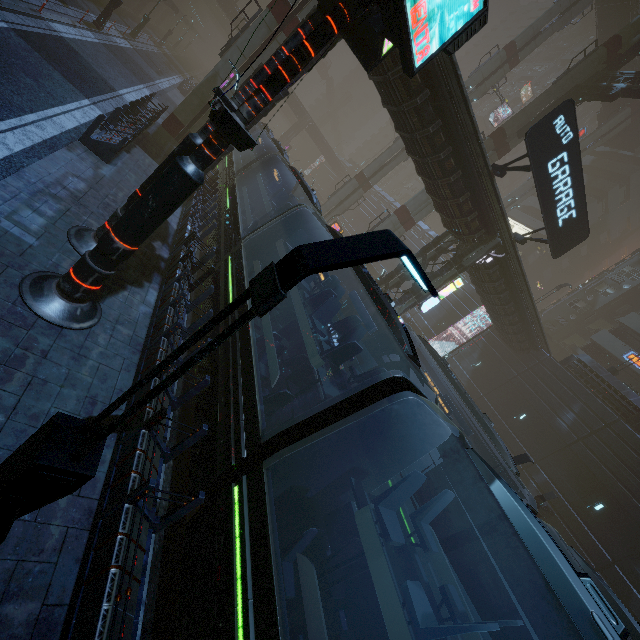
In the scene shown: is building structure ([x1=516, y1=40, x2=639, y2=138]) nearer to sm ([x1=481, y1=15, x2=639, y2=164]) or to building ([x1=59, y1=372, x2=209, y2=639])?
sm ([x1=481, y1=15, x2=639, y2=164])

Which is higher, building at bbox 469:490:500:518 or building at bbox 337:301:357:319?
building at bbox 337:301:357:319

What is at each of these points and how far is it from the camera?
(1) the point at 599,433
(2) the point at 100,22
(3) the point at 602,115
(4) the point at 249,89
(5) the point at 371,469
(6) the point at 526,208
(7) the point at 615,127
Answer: (1) building, 21.41m
(2) street light, 22.02m
(3) bridge, 43.66m
(4) sign, 6.98m
(5) train, 6.02m
(6) building, 50.34m
(7) sm, 38.34m

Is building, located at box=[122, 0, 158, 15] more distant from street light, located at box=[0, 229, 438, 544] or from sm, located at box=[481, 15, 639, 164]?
street light, located at box=[0, 229, 438, 544]

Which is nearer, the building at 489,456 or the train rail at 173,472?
the train rail at 173,472

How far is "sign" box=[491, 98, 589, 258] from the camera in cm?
1271

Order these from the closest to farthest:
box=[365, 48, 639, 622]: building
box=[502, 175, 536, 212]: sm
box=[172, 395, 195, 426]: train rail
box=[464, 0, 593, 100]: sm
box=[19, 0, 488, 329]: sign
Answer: box=[19, 0, 488, 329]: sign → box=[172, 395, 195, 426]: train rail → box=[365, 48, 639, 622]: building → box=[464, 0, 593, 100]: sm → box=[502, 175, 536, 212]: sm

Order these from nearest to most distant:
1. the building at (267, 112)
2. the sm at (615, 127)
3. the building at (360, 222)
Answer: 1. the building at (267, 112)
2. the sm at (615, 127)
3. the building at (360, 222)
